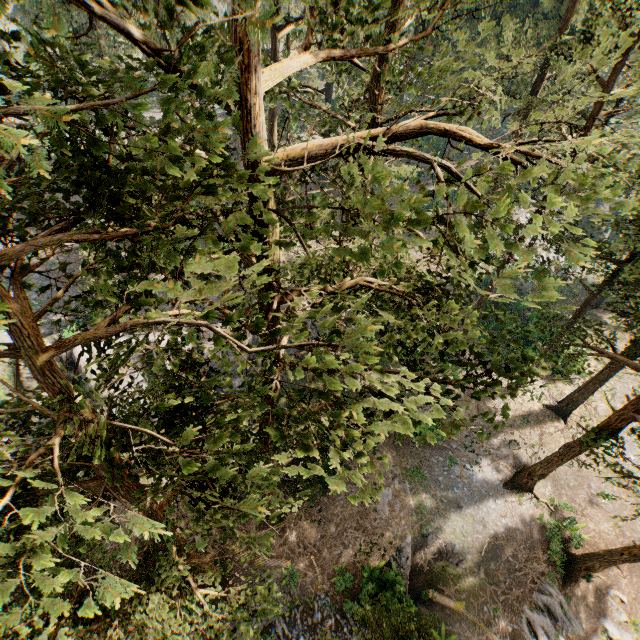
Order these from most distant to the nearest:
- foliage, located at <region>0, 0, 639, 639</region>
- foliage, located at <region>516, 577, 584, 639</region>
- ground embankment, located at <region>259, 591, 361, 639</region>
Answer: foliage, located at <region>516, 577, 584, 639</region>, ground embankment, located at <region>259, 591, 361, 639</region>, foliage, located at <region>0, 0, 639, 639</region>

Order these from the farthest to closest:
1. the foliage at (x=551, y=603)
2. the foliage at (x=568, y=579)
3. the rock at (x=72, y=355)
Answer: the rock at (x=72, y=355) → the foliage at (x=551, y=603) → the foliage at (x=568, y=579)

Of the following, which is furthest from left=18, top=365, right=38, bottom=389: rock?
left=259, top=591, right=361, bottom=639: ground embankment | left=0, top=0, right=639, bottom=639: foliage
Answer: left=259, top=591, right=361, bottom=639: ground embankment

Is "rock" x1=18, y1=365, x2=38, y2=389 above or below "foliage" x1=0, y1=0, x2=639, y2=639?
below

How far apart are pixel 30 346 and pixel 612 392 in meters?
41.8 m

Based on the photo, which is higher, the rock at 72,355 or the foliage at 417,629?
the foliage at 417,629

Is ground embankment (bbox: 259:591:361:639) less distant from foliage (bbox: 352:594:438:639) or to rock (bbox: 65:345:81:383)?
foliage (bbox: 352:594:438:639)
